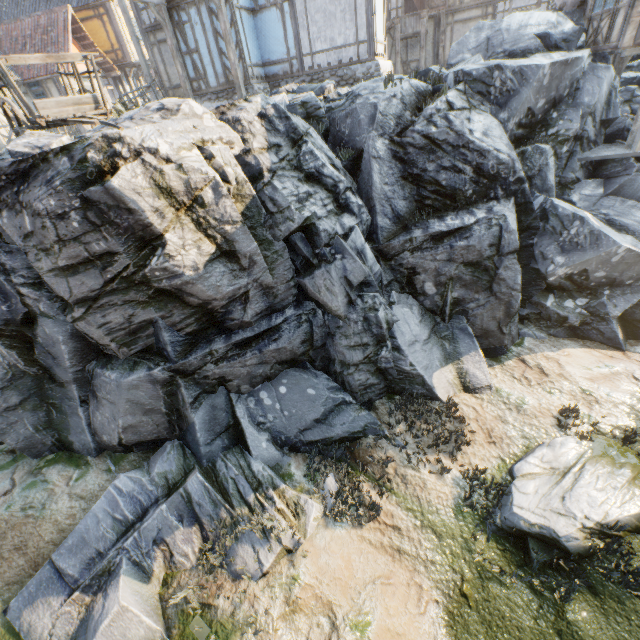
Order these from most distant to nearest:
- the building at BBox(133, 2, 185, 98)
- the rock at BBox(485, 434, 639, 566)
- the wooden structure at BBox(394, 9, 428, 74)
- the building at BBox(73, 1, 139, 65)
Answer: the building at BBox(73, 1, 139, 65), the wooden structure at BBox(394, 9, 428, 74), the building at BBox(133, 2, 185, 98), the rock at BBox(485, 434, 639, 566)

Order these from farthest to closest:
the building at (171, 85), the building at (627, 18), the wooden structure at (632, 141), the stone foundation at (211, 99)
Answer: the building at (171, 85) < the stone foundation at (211, 99) < the wooden structure at (632, 141) < the building at (627, 18)

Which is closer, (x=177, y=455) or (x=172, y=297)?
(x=172, y=297)

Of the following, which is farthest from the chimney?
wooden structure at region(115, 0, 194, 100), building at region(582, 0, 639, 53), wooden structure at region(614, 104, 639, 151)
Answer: wooden structure at region(115, 0, 194, 100)

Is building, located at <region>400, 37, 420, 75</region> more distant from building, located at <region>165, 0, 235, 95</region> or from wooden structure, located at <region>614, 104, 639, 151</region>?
wooden structure, located at <region>614, 104, 639, 151</region>

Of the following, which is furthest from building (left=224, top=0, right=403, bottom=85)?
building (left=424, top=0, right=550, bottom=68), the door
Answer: the door

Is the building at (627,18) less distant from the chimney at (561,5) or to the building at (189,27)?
the chimney at (561,5)

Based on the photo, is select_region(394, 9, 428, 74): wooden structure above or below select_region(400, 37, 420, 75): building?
above
